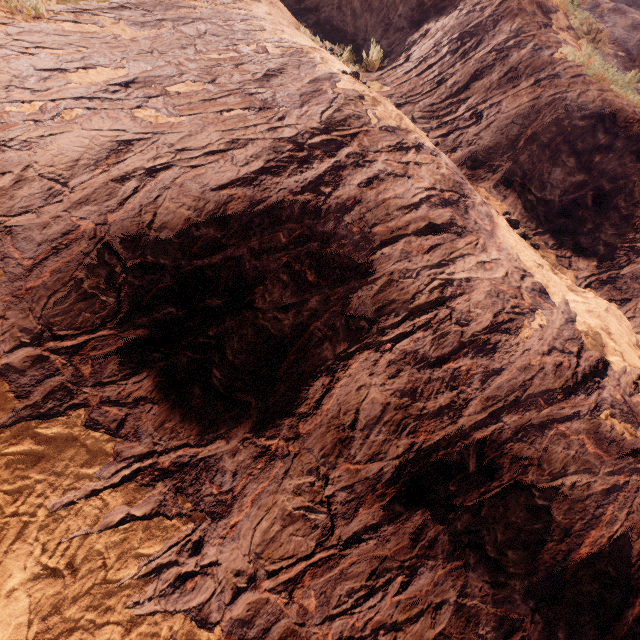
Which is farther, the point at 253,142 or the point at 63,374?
the point at 253,142
